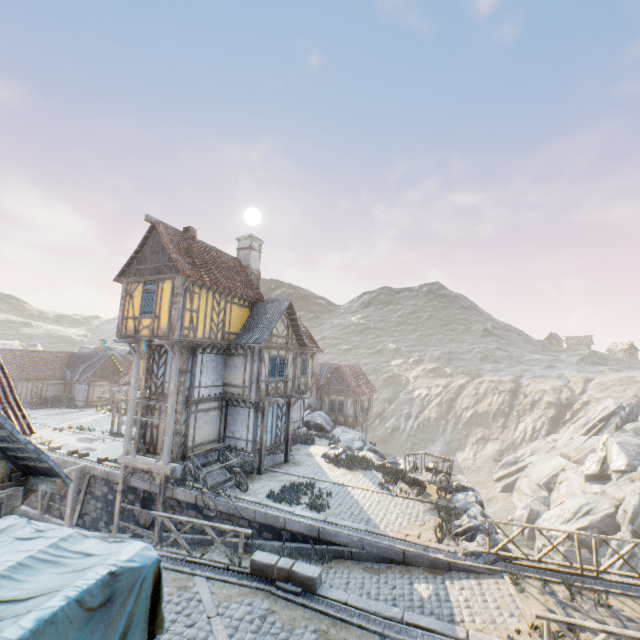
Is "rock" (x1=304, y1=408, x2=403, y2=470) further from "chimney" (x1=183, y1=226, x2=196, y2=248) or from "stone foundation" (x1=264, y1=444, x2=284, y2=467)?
"chimney" (x1=183, y1=226, x2=196, y2=248)

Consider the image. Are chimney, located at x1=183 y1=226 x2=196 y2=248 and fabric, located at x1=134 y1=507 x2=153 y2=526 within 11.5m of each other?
no

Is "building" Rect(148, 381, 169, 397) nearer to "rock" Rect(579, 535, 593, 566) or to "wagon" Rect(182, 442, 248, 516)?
"wagon" Rect(182, 442, 248, 516)

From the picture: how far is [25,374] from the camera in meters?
33.8

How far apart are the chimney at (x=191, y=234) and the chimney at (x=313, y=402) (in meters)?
18.41

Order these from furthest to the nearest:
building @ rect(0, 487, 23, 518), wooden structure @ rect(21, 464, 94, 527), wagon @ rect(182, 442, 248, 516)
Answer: wooden structure @ rect(21, 464, 94, 527) → wagon @ rect(182, 442, 248, 516) → building @ rect(0, 487, 23, 518)

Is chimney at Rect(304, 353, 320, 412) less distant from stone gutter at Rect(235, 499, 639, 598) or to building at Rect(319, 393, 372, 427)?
building at Rect(319, 393, 372, 427)

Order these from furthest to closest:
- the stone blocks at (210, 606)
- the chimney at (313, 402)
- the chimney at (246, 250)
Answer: the chimney at (313, 402), the chimney at (246, 250), the stone blocks at (210, 606)
